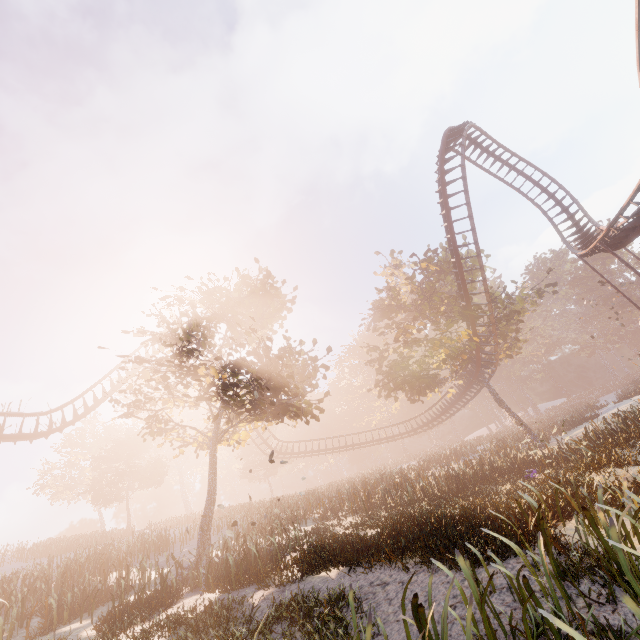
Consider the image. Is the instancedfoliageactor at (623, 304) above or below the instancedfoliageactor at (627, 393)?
above

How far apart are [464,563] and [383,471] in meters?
44.4 m

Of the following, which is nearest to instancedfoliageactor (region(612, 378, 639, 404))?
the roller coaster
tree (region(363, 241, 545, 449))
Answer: tree (region(363, 241, 545, 449))

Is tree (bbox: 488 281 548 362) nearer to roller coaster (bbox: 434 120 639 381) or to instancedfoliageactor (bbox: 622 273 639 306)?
roller coaster (bbox: 434 120 639 381)

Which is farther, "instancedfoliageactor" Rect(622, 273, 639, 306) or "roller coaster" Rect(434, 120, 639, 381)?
"instancedfoliageactor" Rect(622, 273, 639, 306)

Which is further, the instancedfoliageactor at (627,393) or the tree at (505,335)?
the instancedfoliageactor at (627,393)
